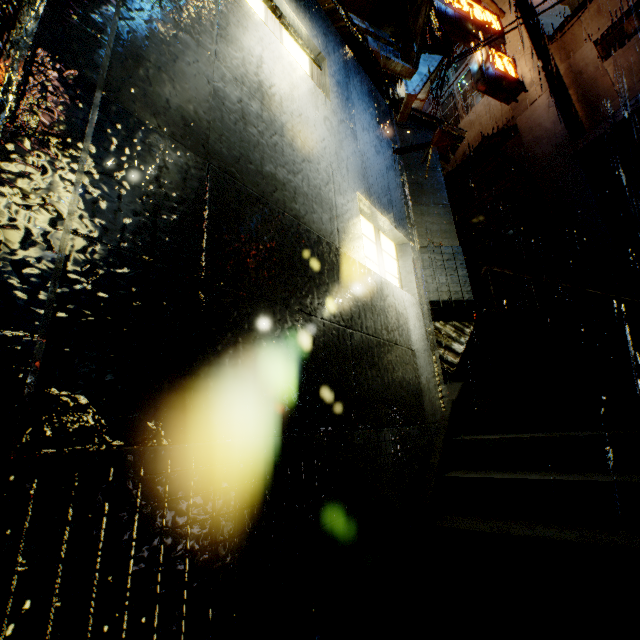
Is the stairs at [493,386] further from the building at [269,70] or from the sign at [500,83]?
the sign at [500,83]

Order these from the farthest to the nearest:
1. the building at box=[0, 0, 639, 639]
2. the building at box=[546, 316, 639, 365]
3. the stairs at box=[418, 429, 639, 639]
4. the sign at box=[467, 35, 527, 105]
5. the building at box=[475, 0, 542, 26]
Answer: the building at box=[475, 0, 542, 26]
the sign at box=[467, 35, 527, 105]
the building at box=[546, 316, 639, 365]
the stairs at box=[418, 429, 639, 639]
the building at box=[0, 0, 639, 639]

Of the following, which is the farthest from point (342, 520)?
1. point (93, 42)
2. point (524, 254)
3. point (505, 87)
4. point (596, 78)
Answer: point (596, 78)

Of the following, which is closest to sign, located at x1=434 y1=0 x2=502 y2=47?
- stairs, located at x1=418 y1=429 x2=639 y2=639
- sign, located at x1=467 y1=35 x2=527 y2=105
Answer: sign, located at x1=467 y1=35 x2=527 y2=105

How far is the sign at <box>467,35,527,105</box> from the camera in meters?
12.0

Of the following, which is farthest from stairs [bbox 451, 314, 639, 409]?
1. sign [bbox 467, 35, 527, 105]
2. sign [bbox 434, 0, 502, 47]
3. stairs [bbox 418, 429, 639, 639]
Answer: sign [bbox 434, 0, 502, 47]

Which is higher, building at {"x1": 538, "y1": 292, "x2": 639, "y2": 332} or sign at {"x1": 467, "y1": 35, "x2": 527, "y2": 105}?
sign at {"x1": 467, "y1": 35, "x2": 527, "y2": 105}

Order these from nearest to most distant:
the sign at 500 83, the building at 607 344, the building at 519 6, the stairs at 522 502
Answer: the stairs at 522 502, the building at 607 344, the sign at 500 83, the building at 519 6
